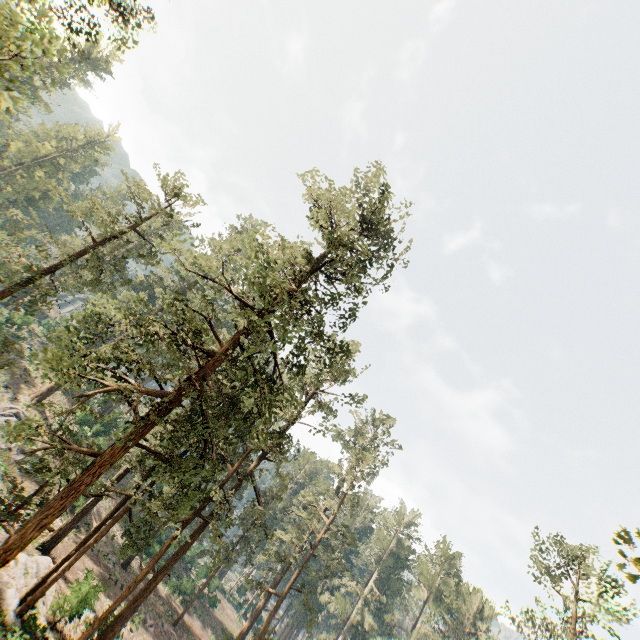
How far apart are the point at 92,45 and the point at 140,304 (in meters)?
62.56

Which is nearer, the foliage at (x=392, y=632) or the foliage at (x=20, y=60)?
the foliage at (x=20, y=60)

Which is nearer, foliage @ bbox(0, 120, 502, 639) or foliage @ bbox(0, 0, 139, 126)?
foliage @ bbox(0, 0, 139, 126)
